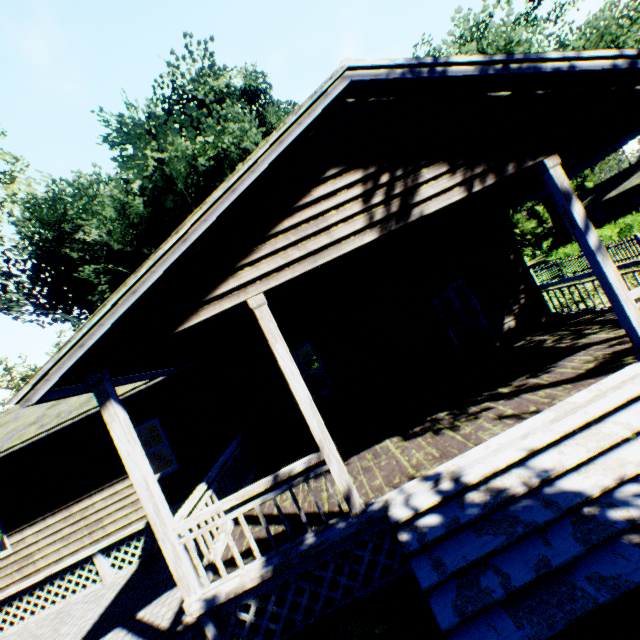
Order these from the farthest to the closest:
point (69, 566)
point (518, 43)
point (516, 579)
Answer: point (518, 43) < point (69, 566) < point (516, 579)

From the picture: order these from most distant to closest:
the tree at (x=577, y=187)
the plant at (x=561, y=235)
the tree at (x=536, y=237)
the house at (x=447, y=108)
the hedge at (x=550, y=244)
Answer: the tree at (x=577, y=187) → the tree at (x=536, y=237) → the plant at (x=561, y=235) → the hedge at (x=550, y=244) → the house at (x=447, y=108)

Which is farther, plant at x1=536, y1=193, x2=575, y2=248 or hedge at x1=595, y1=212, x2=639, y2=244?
plant at x1=536, y1=193, x2=575, y2=248

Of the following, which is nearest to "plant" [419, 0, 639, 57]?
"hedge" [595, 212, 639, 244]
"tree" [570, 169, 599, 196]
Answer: "tree" [570, 169, 599, 196]

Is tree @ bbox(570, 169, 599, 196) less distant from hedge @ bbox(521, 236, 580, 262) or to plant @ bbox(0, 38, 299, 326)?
hedge @ bbox(521, 236, 580, 262)

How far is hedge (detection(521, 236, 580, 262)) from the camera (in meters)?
20.06

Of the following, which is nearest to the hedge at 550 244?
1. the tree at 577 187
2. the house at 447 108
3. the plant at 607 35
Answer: the tree at 577 187

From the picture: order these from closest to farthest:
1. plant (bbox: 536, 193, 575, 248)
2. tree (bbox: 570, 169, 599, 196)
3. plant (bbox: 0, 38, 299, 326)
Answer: plant (bbox: 0, 38, 299, 326) < plant (bbox: 536, 193, 575, 248) < tree (bbox: 570, 169, 599, 196)
